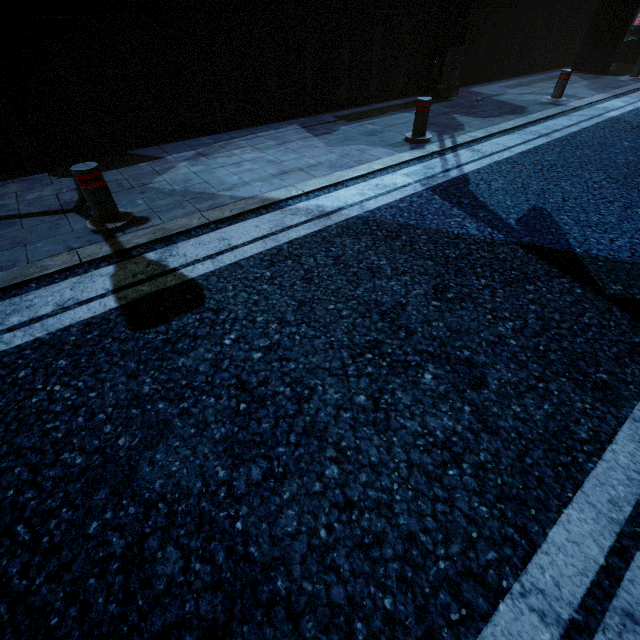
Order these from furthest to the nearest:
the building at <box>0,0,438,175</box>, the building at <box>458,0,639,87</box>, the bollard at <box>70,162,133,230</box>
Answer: the building at <box>458,0,639,87</box>
the building at <box>0,0,438,175</box>
the bollard at <box>70,162,133,230</box>

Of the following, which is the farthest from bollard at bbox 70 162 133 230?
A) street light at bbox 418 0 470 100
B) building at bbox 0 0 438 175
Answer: street light at bbox 418 0 470 100

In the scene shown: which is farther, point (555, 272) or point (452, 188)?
point (452, 188)

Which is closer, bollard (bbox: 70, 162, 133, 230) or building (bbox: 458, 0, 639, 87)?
bollard (bbox: 70, 162, 133, 230)

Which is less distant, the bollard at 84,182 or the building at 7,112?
the bollard at 84,182

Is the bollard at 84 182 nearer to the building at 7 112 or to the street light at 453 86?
the building at 7 112

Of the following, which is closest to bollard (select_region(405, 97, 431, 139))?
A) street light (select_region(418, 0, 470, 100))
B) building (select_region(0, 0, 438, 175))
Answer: building (select_region(0, 0, 438, 175))

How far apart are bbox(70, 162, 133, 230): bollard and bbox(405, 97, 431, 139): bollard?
4.6 meters
